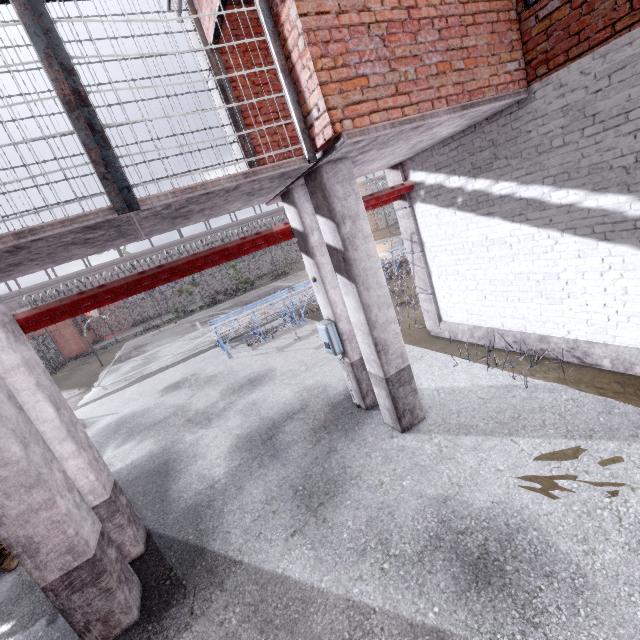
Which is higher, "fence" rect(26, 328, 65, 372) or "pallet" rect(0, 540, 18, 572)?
"fence" rect(26, 328, 65, 372)

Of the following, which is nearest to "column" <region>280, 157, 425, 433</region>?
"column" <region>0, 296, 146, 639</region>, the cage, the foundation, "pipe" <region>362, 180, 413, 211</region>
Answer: the cage

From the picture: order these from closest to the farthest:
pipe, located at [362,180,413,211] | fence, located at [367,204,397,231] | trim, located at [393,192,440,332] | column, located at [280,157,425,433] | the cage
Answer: the cage, column, located at [280,157,425,433], pipe, located at [362,180,413,211], trim, located at [393,192,440,332], fence, located at [367,204,397,231]

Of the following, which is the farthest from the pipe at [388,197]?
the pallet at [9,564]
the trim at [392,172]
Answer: the pallet at [9,564]

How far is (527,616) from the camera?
2.5m

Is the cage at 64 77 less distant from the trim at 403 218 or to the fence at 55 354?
the trim at 403 218

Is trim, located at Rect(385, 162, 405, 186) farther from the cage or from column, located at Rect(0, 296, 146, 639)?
column, located at Rect(0, 296, 146, 639)

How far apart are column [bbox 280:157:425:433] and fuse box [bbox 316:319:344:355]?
0.5m
